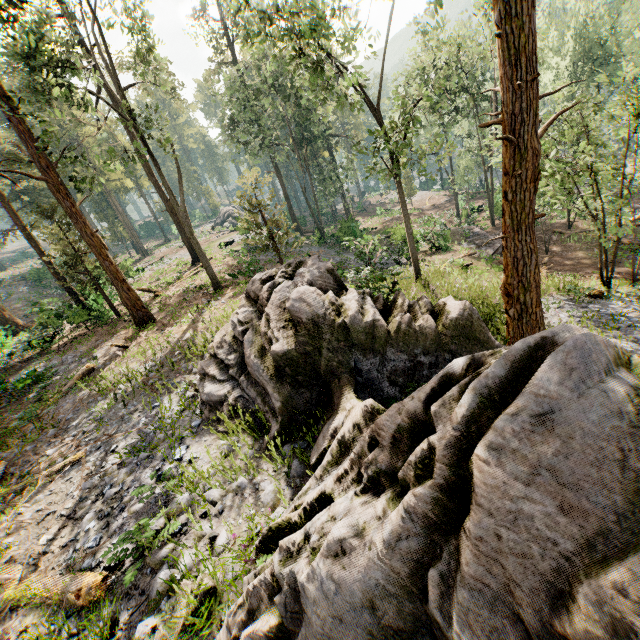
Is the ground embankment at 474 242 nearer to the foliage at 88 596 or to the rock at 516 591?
the foliage at 88 596

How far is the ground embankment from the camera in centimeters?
2489cm

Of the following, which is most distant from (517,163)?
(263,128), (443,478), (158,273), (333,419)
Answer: (158,273)

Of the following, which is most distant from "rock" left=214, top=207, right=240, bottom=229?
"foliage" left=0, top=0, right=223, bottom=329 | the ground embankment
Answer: the ground embankment

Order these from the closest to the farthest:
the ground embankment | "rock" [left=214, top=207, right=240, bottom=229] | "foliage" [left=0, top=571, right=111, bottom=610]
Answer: "foliage" [left=0, top=571, right=111, bottom=610] < the ground embankment < "rock" [left=214, top=207, right=240, bottom=229]

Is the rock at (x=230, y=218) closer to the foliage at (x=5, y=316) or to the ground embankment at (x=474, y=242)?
the foliage at (x=5, y=316)

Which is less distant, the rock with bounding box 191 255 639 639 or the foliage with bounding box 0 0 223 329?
the rock with bounding box 191 255 639 639
